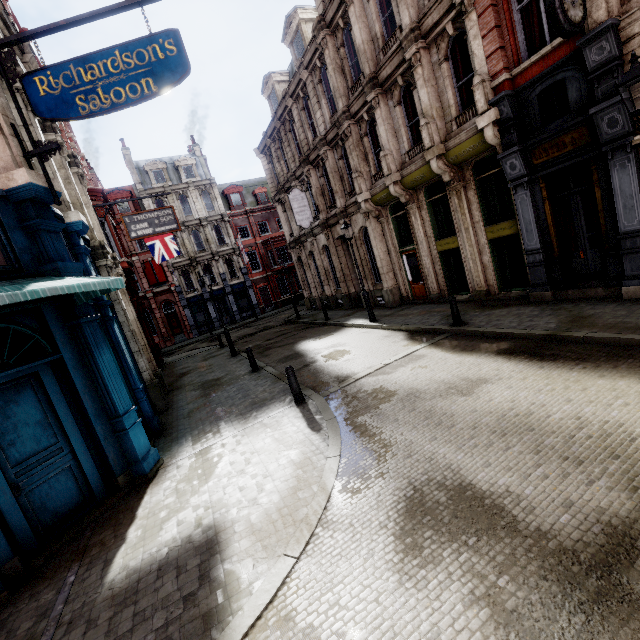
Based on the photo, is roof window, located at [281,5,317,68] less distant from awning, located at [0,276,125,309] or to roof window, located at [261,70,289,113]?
roof window, located at [261,70,289,113]

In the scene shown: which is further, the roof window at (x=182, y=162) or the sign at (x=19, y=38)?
the roof window at (x=182, y=162)

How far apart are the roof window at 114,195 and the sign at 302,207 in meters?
22.9 m

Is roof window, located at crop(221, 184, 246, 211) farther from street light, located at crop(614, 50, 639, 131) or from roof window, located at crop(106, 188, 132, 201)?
street light, located at crop(614, 50, 639, 131)

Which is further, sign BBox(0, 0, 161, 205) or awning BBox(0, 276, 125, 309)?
sign BBox(0, 0, 161, 205)

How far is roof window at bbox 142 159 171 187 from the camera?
34.8m

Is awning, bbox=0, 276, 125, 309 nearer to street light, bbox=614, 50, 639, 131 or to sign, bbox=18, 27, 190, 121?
sign, bbox=18, 27, 190, 121

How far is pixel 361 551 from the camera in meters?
3.7 m
